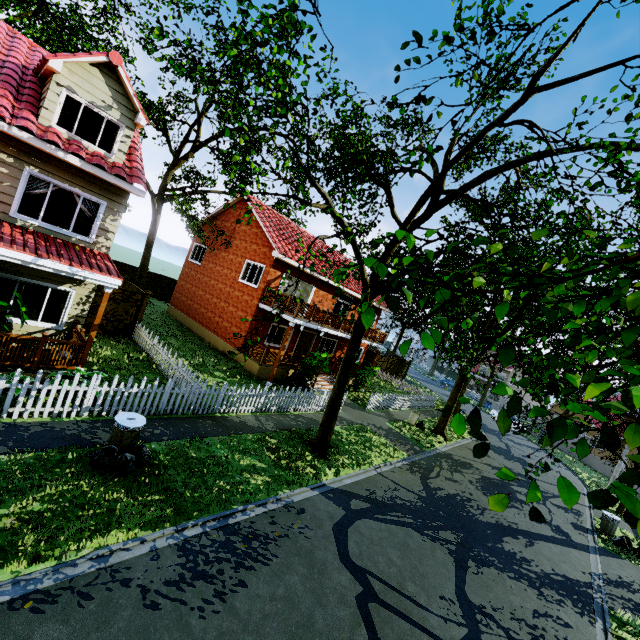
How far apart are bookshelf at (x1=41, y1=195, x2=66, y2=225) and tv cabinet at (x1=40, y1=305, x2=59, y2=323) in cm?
357

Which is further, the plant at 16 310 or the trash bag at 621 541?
the trash bag at 621 541

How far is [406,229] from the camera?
2.4 meters

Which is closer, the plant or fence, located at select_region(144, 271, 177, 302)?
the plant

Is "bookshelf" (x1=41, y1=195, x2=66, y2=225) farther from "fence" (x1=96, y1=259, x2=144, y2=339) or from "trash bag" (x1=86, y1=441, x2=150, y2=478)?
"trash bag" (x1=86, y1=441, x2=150, y2=478)

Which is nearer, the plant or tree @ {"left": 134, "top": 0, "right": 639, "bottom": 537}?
tree @ {"left": 134, "top": 0, "right": 639, "bottom": 537}

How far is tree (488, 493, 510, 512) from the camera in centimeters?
157cm

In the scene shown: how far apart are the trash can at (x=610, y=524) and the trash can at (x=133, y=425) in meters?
19.6 m
